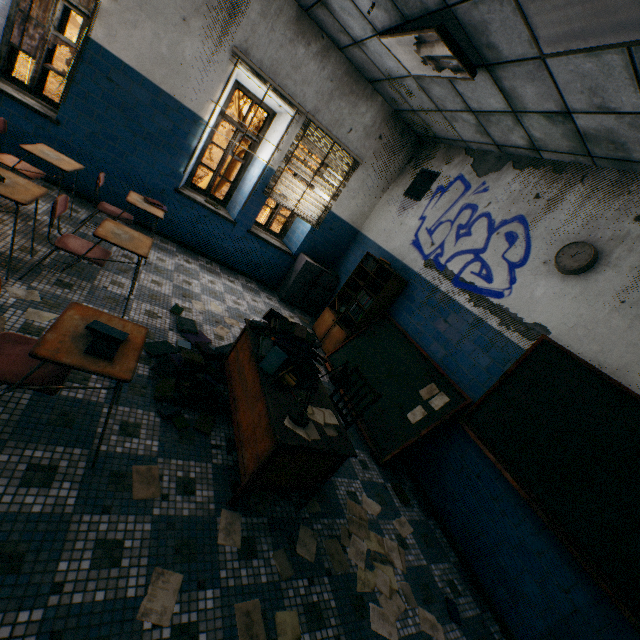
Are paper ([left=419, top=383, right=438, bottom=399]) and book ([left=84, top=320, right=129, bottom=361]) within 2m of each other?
no

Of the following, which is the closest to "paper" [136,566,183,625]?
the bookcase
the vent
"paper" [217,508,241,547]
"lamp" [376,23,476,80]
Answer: "paper" [217,508,241,547]

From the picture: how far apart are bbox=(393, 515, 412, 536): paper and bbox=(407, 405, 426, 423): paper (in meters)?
1.00

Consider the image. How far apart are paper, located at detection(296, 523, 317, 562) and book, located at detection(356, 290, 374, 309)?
2.71m

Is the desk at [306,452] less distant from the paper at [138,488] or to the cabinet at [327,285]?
the paper at [138,488]

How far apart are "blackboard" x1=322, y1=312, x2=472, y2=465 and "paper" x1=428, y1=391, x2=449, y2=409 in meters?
0.0 m

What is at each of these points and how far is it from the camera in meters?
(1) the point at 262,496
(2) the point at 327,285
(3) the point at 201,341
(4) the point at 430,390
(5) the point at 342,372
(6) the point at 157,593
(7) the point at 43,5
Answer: (1) paper, 2.4 m
(2) cabinet, 6.5 m
(3) book, 3.5 m
(4) paper, 4.0 m
(5) lamp, 2.2 m
(6) paper, 1.6 m
(7) tree, 21.8 m

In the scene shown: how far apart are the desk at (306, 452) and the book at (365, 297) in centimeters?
196cm
